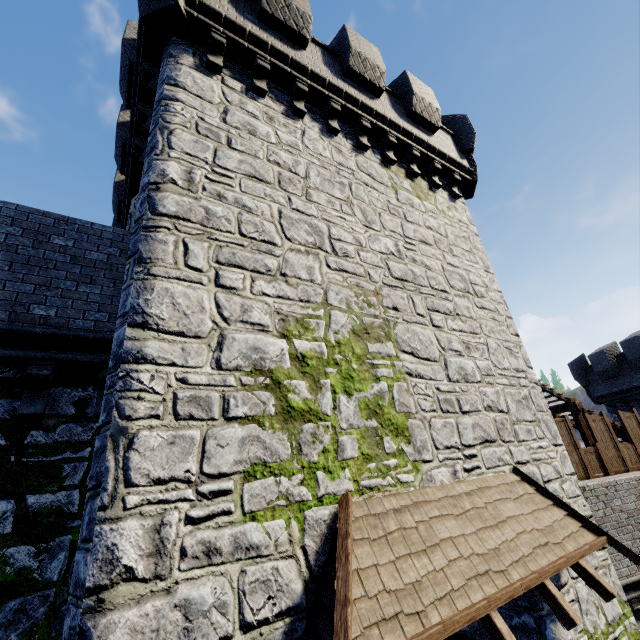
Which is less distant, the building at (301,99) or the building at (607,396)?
the building at (301,99)

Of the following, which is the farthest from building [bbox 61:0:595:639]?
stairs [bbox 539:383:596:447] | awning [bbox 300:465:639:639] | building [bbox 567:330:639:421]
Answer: building [bbox 567:330:639:421]

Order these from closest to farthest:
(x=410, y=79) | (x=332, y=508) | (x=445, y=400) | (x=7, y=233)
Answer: (x=332, y=508)
(x=7, y=233)
(x=445, y=400)
(x=410, y=79)

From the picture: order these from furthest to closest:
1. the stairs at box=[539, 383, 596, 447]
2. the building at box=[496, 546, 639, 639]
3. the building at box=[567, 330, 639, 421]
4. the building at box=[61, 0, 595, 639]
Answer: the building at box=[567, 330, 639, 421]
the stairs at box=[539, 383, 596, 447]
the building at box=[496, 546, 639, 639]
the building at box=[61, 0, 595, 639]

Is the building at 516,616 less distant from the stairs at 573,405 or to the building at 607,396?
Answer: the stairs at 573,405

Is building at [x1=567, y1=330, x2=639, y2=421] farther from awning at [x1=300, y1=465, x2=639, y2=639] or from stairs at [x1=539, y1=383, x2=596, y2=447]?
awning at [x1=300, y1=465, x2=639, y2=639]

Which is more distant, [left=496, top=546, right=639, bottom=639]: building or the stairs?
the stairs
